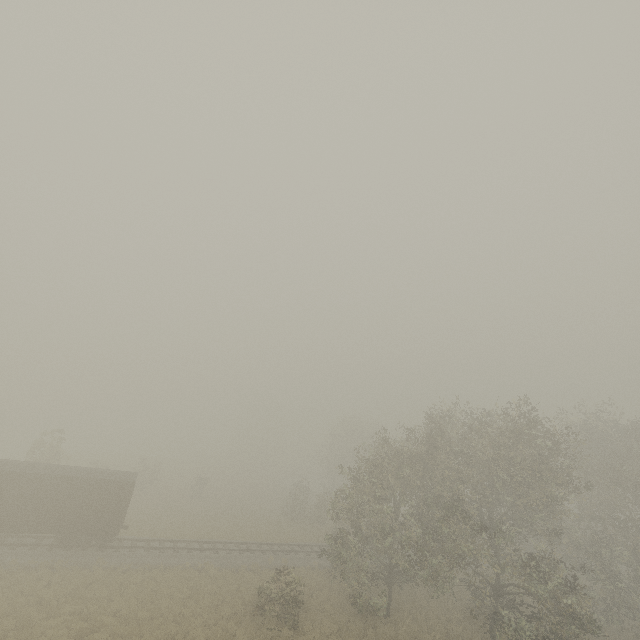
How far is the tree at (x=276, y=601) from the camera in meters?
18.7

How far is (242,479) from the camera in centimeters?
5978cm

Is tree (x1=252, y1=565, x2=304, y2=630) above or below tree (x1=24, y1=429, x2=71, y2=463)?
below

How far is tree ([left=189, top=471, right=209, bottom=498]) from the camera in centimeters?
4175cm

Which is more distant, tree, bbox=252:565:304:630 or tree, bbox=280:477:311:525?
tree, bbox=280:477:311:525

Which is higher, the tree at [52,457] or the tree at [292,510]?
the tree at [52,457]
